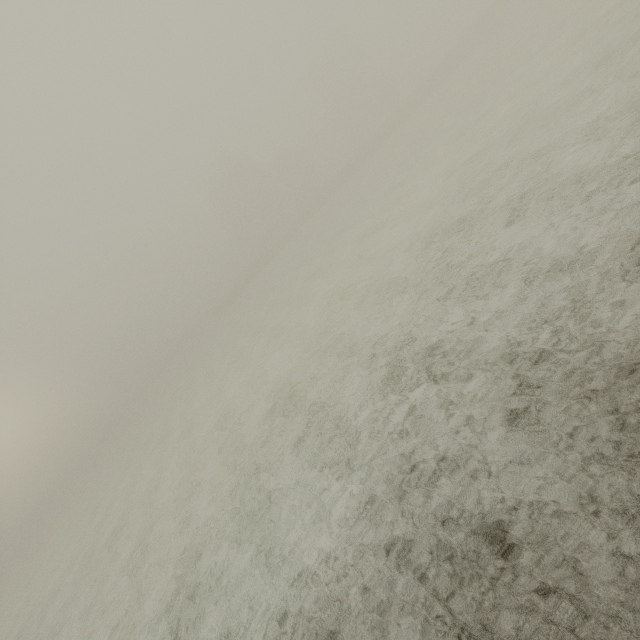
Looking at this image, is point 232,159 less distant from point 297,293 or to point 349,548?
point 297,293
